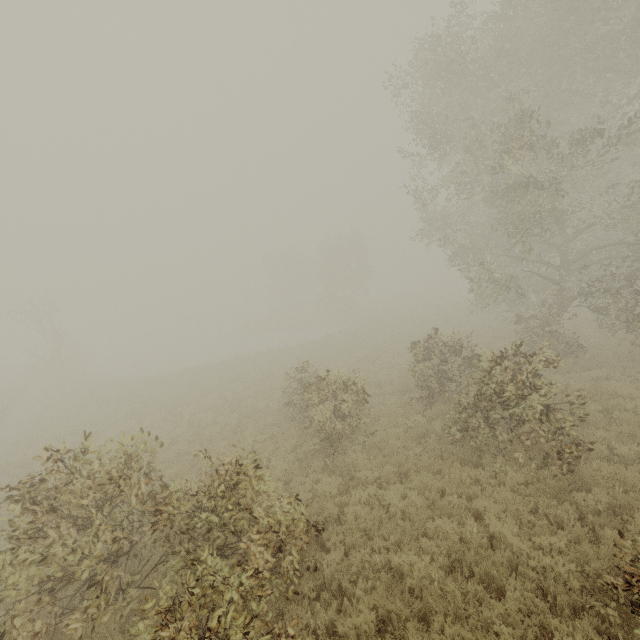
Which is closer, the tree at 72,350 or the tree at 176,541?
the tree at 176,541

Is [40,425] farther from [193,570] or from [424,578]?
[424,578]

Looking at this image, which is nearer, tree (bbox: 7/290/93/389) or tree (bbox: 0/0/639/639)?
tree (bbox: 0/0/639/639)

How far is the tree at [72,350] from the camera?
27.6m

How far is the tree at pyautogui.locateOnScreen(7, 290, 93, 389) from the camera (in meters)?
27.58
